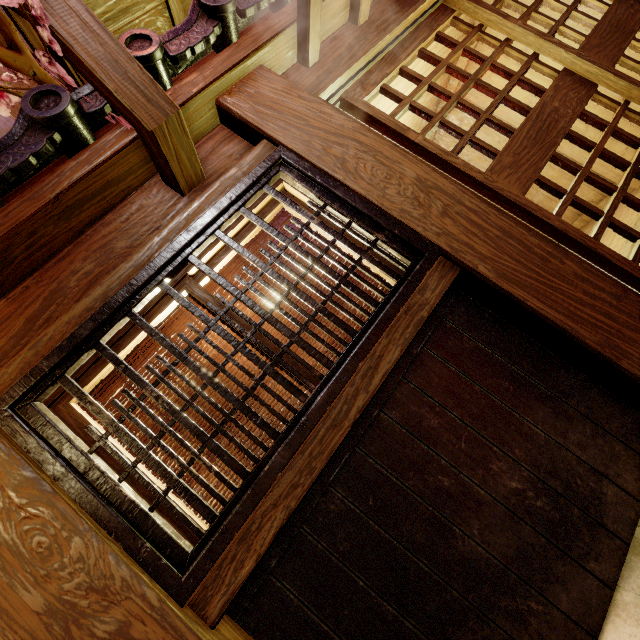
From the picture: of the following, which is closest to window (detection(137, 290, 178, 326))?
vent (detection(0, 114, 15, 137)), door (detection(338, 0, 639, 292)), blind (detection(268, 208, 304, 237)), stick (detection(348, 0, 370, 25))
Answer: blind (detection(268, 208, 304, 237))

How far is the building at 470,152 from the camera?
9.74m

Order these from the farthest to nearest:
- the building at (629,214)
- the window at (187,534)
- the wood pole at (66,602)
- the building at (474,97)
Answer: the building at (474,97) < the building at (629,214) < the window at (187,534) < the wood pole at (66,602)

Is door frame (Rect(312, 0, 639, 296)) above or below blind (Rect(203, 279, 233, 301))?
above

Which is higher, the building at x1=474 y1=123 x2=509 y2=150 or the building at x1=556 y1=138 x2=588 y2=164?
the building at x1=474 y1=123 x2=509 y2=150

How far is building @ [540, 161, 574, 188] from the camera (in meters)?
8.70

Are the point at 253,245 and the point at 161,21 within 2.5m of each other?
no

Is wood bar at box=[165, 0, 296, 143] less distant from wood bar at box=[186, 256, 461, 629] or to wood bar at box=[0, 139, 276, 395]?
wood bar at box=[0, 139, 276, 395]
